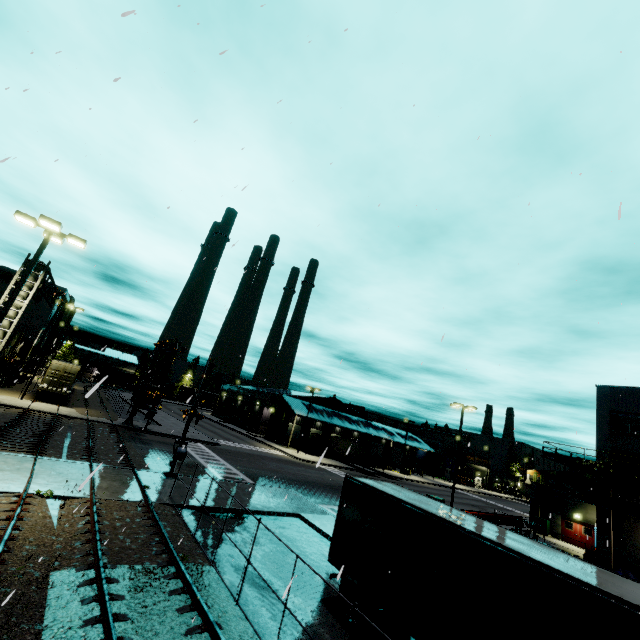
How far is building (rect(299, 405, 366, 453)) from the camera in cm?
5491

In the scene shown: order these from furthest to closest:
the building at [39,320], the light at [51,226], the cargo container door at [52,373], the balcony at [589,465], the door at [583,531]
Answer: the building at [39,320]
the cargo container door at [52,373]
the door at [583,531]
the balcony at [589,465]
the light at [51,226]

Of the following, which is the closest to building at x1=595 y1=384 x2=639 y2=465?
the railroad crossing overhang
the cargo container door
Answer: the cargo container door

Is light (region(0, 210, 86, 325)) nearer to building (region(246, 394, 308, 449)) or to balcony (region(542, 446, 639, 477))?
building (region(246, 394, 308, 449))

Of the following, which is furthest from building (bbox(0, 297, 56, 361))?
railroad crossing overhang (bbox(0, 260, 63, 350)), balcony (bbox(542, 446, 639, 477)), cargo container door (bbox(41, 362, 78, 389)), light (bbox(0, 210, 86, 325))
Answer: railroad crossing overhang (bbox(0, 260, 63, 350))

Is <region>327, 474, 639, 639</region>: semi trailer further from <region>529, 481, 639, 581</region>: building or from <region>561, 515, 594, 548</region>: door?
<region>561, 515, 594, 548</region>: door

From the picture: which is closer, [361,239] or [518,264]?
[518,264]

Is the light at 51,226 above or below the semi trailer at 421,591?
above
